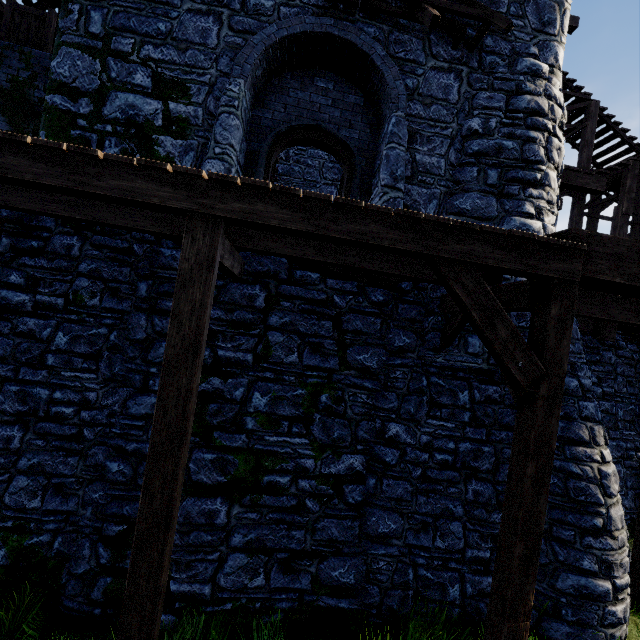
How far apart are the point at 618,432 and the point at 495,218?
7.6m

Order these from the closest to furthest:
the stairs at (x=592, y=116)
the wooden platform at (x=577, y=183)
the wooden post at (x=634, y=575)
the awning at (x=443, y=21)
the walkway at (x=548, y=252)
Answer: the walkway at (x=548, y=252) → the awning at (x=443, y=21) → the wooden post at (x=634, y=575) → the wooden platform at (x=577, y=183) → the stairs at (x=592, y=116)

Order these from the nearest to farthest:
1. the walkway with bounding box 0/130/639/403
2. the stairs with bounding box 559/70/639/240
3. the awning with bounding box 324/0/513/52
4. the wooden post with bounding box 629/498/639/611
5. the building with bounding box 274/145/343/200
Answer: the walkway with bounding box 0/130/639/403 → the awning with bounding box 324/0/513/52 → the wooden post with bounding box 629/498/639/611 → the stairs with bounding box 559/70/639/240 → the building with bounding box 274/145/343/200

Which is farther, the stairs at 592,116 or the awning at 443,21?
the stairs at 592,116

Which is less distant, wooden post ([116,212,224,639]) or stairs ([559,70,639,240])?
wooden post ([116,212,224,639])

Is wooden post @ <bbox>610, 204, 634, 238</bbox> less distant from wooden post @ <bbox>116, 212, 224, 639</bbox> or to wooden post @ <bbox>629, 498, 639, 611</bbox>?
wooden post @ <bbox>629, 498, 639, 611</bbox>

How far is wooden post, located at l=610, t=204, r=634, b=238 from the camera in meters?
9.8 m

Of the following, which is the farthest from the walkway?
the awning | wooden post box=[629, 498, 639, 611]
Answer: the awning
